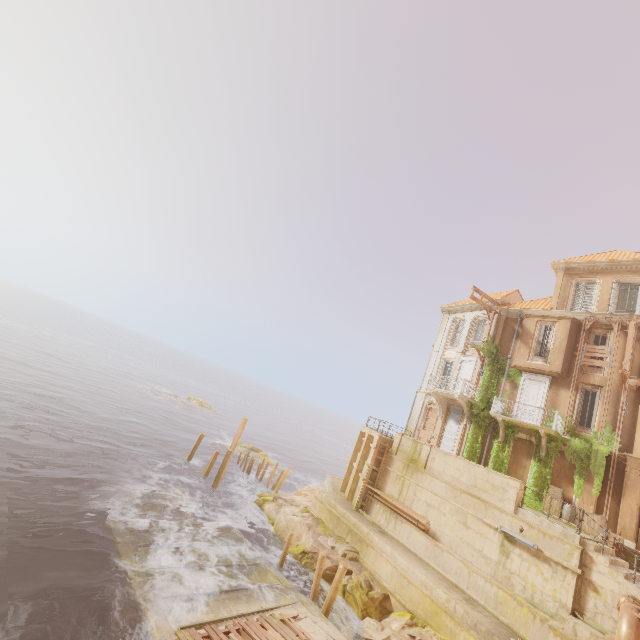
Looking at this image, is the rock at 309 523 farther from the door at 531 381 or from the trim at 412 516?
the door at 531 381

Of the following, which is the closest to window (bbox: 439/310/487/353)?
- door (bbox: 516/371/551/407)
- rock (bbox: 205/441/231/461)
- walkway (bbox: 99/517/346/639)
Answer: door (bbox: 516/371/551/407)

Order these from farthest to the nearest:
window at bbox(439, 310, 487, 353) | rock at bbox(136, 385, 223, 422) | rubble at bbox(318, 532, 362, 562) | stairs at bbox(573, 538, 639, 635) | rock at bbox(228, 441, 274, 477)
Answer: rock at bbox(136, 385, 223, 422) → rock at bbox(228, 441, 274, 477) → window at bbox(439, 310, 487, 353) → rubble at bbox(318, 532, 362, 562) → stairs at bbox(573, 538, 639, 635)

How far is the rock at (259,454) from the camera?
33.9m

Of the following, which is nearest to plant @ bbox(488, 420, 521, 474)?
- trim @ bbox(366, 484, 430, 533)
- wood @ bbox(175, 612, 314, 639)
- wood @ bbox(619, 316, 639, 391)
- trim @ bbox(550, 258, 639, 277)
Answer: wood @ bbox(619, 316, 639, 391)

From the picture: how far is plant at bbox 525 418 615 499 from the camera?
17.6 meters

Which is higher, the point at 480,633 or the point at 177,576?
the point at 480,633

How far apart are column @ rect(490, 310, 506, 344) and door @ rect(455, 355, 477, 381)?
0.5m
